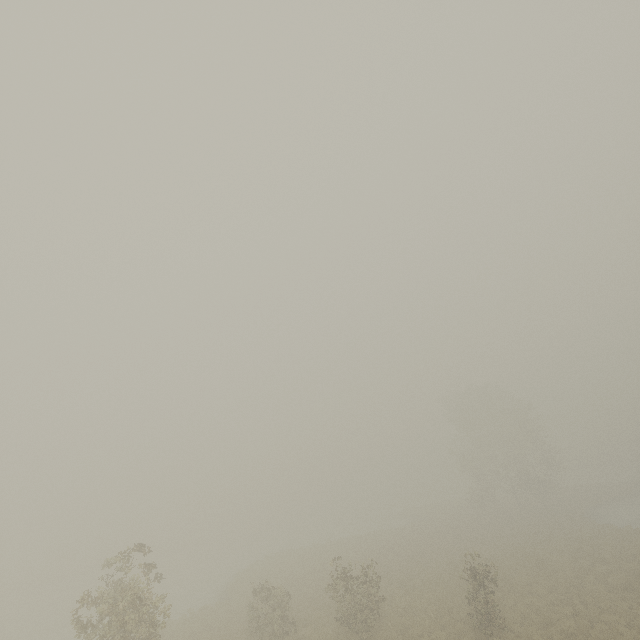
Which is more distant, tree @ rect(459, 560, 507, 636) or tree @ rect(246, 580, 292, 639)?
A: tree @ rect(246, 580, 292, 639)

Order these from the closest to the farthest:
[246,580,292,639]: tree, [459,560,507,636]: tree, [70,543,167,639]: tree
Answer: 1. [70,543,167,639]: tree
2. [459,560,507,636]: tree
3. [246,580,292,639]: tree

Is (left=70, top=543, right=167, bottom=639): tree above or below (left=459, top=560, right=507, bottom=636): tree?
above

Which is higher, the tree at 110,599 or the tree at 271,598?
the tree at 110,599

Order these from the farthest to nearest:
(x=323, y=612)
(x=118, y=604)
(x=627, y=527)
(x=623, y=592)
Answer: (x=627, y=527)
(x=323, y=612)
(x=623, y=592)
(x=118, y=604)

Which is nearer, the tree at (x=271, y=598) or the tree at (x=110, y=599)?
the tree at (x=110, y=599)
